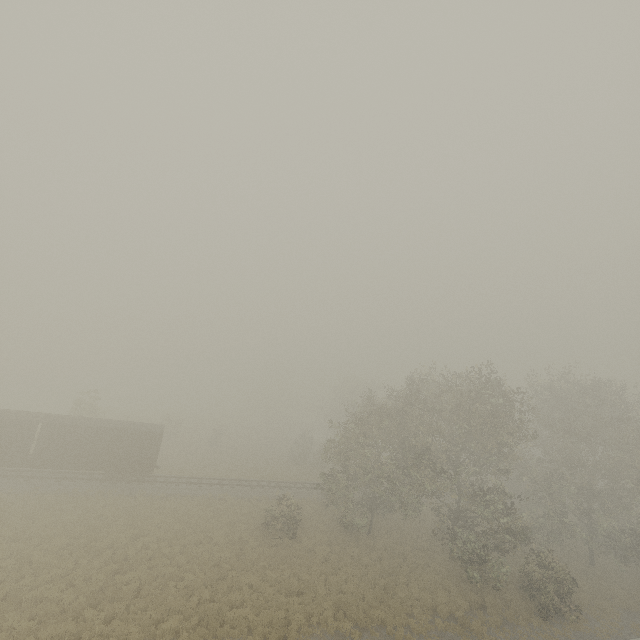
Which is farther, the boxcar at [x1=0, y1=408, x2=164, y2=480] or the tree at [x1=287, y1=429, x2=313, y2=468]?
the tree at [x1=287, y1=429, x2=313, y2=468]

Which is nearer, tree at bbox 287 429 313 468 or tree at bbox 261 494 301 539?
tree at bbox 261 494 301 539

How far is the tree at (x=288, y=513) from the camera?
24.2m

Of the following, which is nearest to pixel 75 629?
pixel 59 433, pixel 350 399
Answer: pixel 59 433

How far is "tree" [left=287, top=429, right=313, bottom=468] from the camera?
45.8 meters

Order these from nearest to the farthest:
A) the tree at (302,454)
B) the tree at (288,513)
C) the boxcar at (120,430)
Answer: the tree at (288,513)
the boxcar at (120,430)
the tree at (302,454)

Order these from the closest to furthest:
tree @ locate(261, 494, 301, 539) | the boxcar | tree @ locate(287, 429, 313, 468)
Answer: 1. tree @ locate(261, 494, 301, 539)
2. the boxcar
3. tree @ locate(287, 429, 313, 468)
